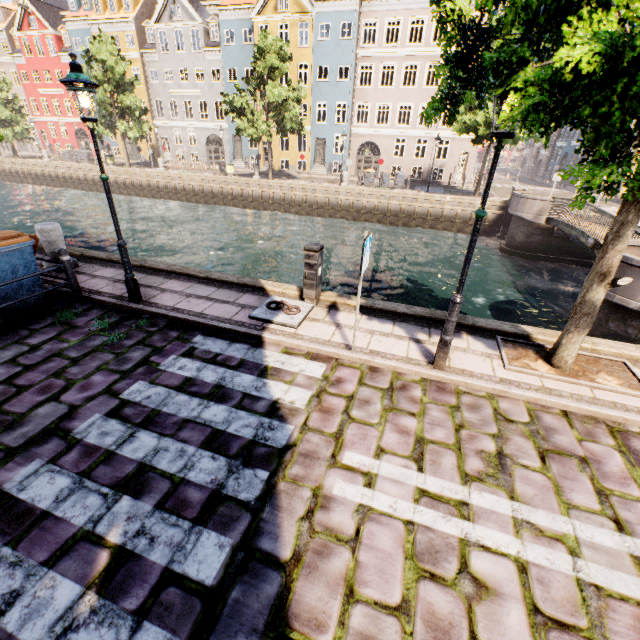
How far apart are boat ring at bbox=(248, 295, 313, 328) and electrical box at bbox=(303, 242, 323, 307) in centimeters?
4cm

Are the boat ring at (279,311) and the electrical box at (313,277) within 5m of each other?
yes

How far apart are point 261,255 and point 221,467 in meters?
14.8

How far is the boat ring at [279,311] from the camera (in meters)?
6.01

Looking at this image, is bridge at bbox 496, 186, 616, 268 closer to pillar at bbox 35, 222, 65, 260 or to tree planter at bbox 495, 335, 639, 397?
tree planter at bbox 495, 335, 639, 397

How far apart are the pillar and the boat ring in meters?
5.2

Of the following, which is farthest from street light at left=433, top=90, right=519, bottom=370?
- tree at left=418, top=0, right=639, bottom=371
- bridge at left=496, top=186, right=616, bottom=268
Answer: bridge at left=496, top=186, right=616, bottom=268

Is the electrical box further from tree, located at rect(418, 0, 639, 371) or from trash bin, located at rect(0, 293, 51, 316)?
trash bin, located at rect(0, 293, 51, 316)
